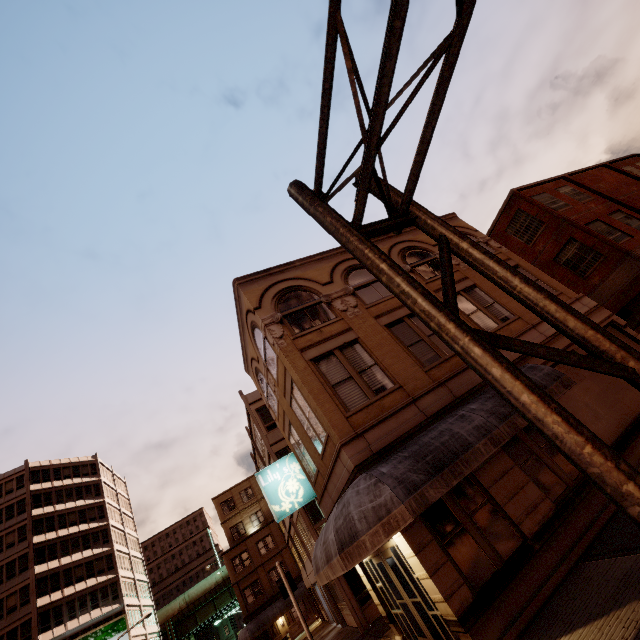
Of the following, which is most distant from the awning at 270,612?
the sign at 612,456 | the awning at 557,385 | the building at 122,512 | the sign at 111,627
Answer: the sign at 612,456

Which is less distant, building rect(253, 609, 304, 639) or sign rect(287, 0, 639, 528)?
sign rect(287, 0, 639, 528)

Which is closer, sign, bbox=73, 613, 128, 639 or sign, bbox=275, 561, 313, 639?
sign, bbox=275, 561, 313, 639

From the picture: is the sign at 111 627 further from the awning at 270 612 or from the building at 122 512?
the awning at 270 612

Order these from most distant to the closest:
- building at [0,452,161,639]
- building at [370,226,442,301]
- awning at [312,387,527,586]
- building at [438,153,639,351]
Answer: building at [0,452,161,639], building at [438,153,639,351], building at [370,226,442,301], awning at [312,387,527,586]

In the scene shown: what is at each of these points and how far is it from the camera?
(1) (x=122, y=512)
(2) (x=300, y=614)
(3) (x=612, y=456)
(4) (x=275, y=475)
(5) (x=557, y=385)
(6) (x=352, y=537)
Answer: (1) building, 58.38m
(2) sign, 14.56m
(3) sign, 3.98m
(4) sign, 15.07m
(5) awning, 9.77m
(6) awning, 7.32m

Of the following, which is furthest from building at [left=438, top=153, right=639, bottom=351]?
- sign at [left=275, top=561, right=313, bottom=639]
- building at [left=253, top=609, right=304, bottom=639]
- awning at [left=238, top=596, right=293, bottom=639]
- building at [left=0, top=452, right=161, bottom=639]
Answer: building at [left=0, top=452, right=161, bottom=639]

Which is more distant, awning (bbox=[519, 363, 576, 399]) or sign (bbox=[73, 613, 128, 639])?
sign (bbox=[73, 613, 128, 639])
